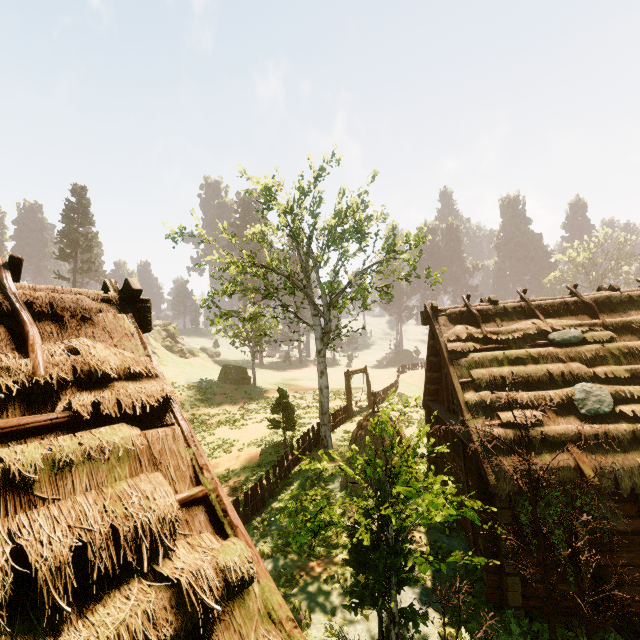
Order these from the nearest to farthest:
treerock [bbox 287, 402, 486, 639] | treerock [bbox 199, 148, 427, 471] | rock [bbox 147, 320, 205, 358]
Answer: treerock [bbox 287, 402, 486, 639] → treerock [bbox 199, 148, 427, 471] → rock [bbox 147, 320, 205, 358]

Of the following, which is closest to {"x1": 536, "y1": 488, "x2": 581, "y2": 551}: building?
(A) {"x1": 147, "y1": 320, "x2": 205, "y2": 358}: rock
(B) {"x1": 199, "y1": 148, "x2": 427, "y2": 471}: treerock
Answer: (B) {"x1": 199, "y1": 148, "x2": 427, "y2": 471}: treerock

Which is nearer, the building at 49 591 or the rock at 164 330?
the building at 49 591

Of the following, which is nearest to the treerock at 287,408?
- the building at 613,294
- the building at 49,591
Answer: the building at 613,294

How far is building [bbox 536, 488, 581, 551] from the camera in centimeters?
761cm

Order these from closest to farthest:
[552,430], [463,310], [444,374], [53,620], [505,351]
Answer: [53,620] < [552,430] < [505,351] < [463,310] < [444,374]

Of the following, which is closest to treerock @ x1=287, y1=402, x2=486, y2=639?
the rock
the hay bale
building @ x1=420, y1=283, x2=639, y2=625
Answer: building @ x1=420, y1=283, x2=639, y2=625
